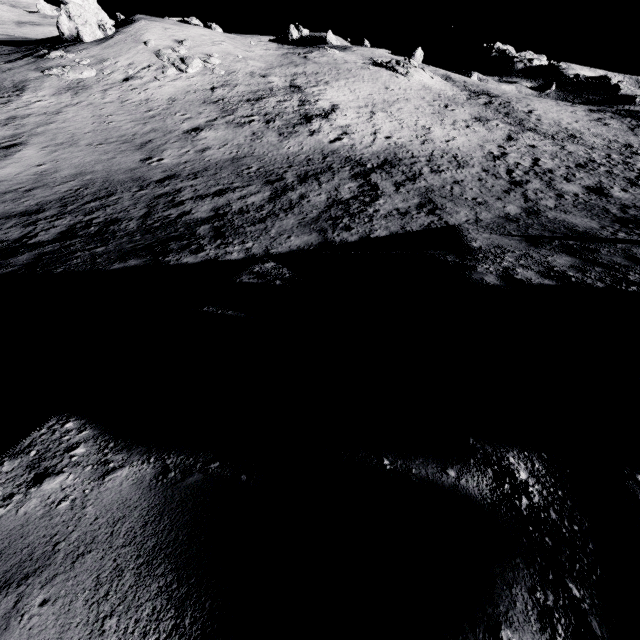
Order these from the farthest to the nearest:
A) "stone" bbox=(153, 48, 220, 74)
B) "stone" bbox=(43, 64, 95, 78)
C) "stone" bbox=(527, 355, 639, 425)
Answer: "stone" bbox=(153, 48, 220, 74)
"stone" bbox=(43, 64, 95, 78)
"stone" bbox=(527, 355, 639, 425)

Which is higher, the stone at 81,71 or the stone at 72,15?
the stone at 72,15

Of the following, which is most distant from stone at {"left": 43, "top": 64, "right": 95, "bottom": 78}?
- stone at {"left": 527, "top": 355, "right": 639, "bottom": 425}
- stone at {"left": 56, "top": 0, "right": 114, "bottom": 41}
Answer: stone at {"left": 527, "top": 355, "right": 639, "bottom": 425}

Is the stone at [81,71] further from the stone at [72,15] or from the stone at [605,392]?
the stone at [605,392]

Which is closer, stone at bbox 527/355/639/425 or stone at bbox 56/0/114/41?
stone at bbox 527/355/639/425

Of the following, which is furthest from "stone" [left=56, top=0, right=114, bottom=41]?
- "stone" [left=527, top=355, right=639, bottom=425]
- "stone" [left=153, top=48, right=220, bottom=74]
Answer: "stone" [left=527, top=355, right=639, bottom=425]

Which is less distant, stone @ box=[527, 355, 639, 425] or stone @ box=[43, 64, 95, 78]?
stone @ box=[527, 355, 639, 425]

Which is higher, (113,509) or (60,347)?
(113,509)
